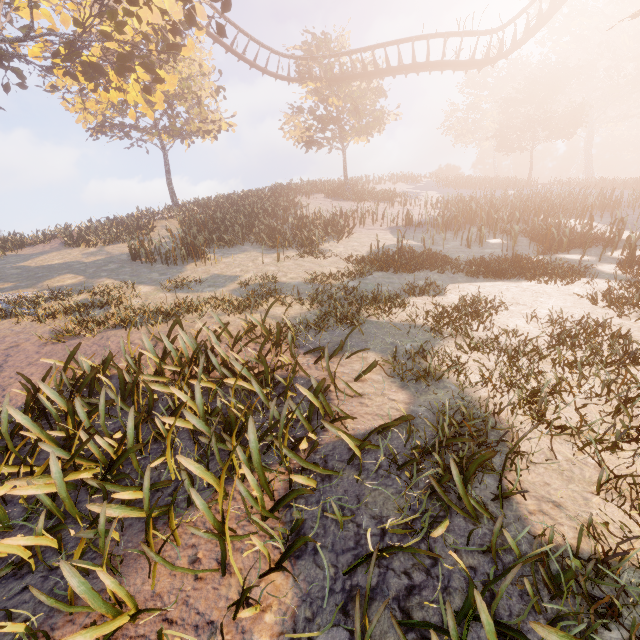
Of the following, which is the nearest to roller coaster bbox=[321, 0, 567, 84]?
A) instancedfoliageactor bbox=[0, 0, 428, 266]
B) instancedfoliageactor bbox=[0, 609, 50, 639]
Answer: instancedfoliageactor bbox=[0, 0, 428, 266]

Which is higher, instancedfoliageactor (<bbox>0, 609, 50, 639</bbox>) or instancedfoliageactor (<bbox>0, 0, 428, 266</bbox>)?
instancedfoliageactor (<bbox>0, 0, 428, 266</bbox>)

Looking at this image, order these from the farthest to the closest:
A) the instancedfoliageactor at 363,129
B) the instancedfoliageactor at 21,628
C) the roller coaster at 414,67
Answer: the roller coaster at 414,67, the instancedfoliageactor at 363,129, the instancedfoliageactor at 21,628

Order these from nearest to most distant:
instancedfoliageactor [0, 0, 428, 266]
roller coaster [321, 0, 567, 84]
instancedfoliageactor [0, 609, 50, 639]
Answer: instancedfoliageactor [0, 609, 50, 639] < instancedfoliageactor [0, 0, 428, 266] < roller coaster [321, 0, 567, 84]

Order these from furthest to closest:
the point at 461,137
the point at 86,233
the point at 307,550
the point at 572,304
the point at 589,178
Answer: the point at 461,137
the point at 589,178
the point at 86,233
the point at 572,304
the point at 307,550

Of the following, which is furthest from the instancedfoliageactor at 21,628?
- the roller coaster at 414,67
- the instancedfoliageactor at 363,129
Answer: the roller coaster at 414,67
